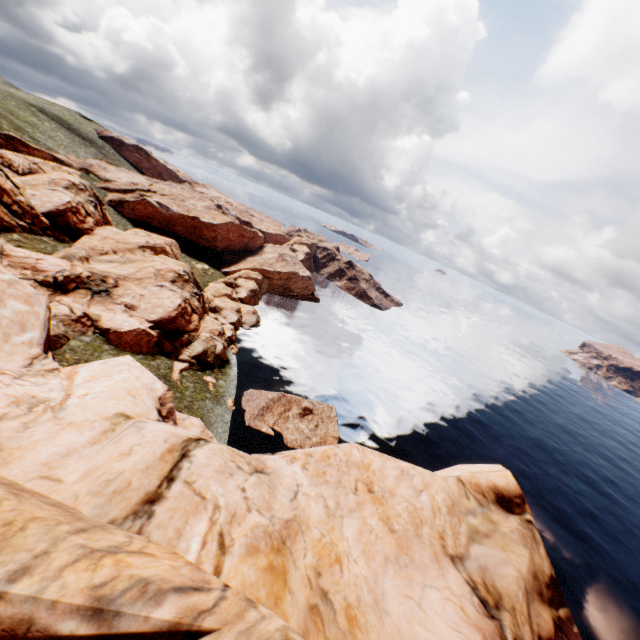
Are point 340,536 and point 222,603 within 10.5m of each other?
yes
